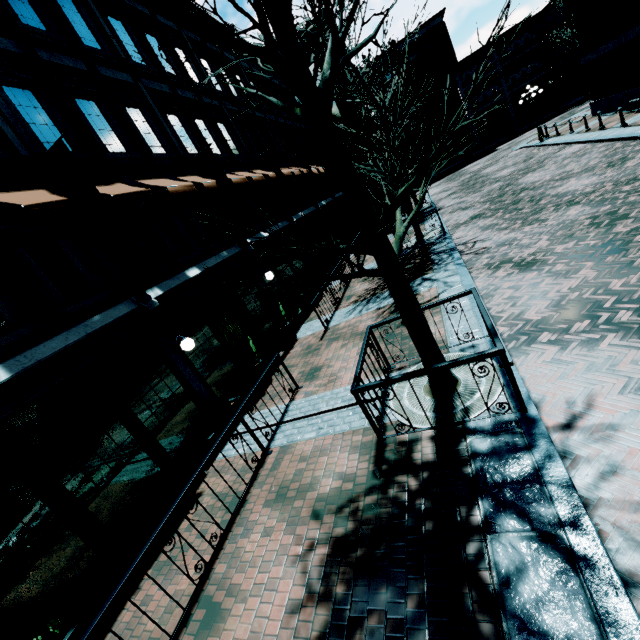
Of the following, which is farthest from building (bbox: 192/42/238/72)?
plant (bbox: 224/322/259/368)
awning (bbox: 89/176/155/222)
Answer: plant (bbox: 224/322/259/368)

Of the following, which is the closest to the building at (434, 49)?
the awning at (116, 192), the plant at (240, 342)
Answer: the awning at (116, 192)

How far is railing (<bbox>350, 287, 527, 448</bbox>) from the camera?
3.9m

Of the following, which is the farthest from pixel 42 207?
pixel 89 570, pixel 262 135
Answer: pixel 262 135

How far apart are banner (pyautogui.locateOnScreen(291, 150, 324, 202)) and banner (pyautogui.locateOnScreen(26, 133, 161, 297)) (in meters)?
14.83

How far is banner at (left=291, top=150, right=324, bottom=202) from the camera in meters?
19.0

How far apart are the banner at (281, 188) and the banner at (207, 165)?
4.82m

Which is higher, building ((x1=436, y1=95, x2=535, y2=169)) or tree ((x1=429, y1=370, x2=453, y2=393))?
building ((x1=436, y1=95, x2=535, y2=169))
